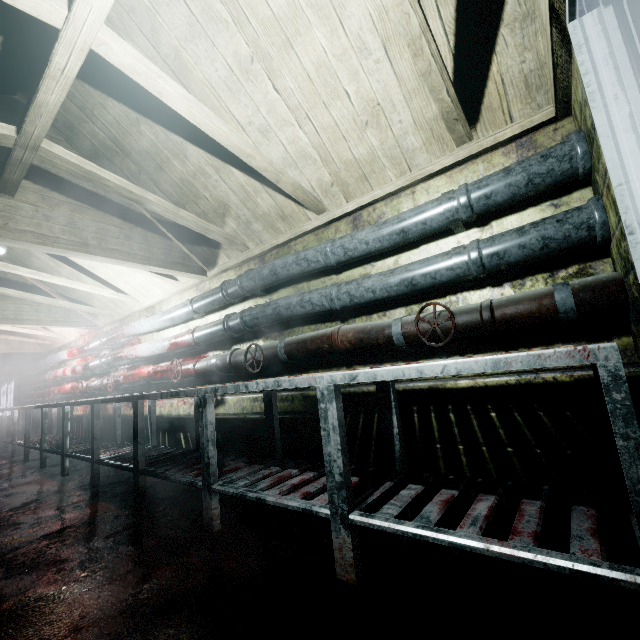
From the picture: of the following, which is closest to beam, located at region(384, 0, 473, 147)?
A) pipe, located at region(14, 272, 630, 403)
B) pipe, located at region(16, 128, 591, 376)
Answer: pipe, located at region(16, 128, 591, 376)

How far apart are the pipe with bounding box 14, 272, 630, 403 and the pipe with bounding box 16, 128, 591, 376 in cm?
43

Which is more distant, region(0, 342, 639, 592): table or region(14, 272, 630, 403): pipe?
region(14, 272, 630, 403): pipe

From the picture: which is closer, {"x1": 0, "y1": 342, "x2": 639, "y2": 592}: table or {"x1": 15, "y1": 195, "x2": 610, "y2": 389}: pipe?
{"x1": 0, "y1": 342, "x2": 639, "y2": 592}: table

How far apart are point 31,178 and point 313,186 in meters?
2.1 m

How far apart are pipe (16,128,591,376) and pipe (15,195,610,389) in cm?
11

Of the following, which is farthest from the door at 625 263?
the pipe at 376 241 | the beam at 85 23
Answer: the beam at 85 23

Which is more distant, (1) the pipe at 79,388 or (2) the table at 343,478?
(1) the pipe at 79,388
